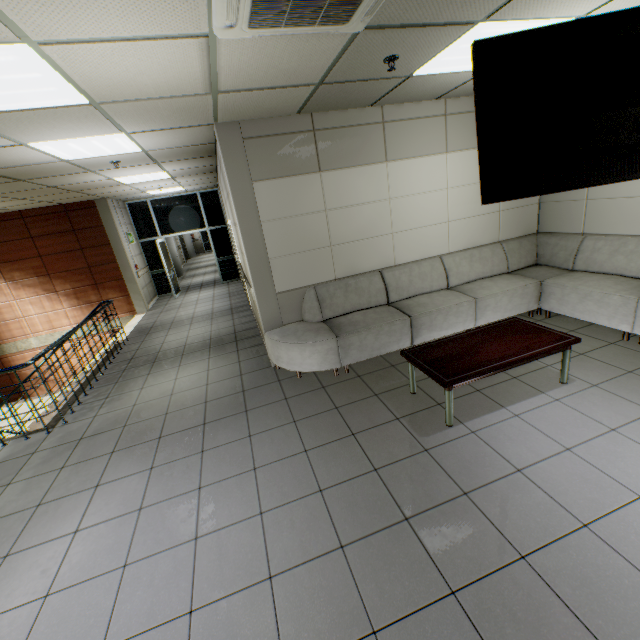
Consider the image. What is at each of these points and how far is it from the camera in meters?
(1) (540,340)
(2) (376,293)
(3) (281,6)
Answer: (1) table, 3.3 m
(2) sofa, 4.8 m
(3) air conditioning vent, 1.7 m

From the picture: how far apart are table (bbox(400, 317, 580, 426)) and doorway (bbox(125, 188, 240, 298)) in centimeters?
932cm

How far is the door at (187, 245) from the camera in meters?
22.4

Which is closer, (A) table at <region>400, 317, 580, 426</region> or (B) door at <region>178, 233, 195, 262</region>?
(A) table at <region>400, 317, 580, 426</region>

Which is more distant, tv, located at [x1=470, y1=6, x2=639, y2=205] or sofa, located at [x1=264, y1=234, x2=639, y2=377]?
sofa, located at [x1=264, y1=234, x2=639, y2=377]

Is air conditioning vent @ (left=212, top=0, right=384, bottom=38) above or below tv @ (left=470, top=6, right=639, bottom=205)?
above

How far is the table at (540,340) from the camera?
3.0 meters

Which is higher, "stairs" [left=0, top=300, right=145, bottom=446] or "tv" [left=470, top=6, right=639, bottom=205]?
"tv" [left=470, top=6, right=639, bottom=205]
